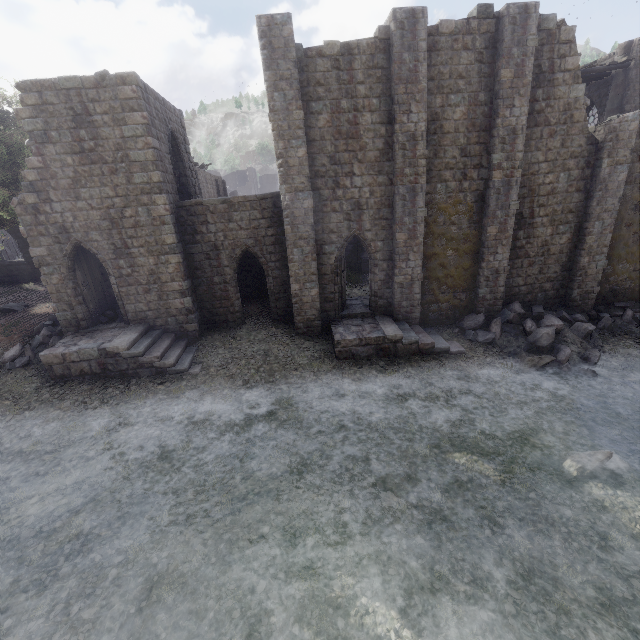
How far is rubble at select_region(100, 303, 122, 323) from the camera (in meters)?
15.59

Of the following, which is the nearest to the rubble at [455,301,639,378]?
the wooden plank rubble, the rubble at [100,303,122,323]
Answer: the wooden plank rubble

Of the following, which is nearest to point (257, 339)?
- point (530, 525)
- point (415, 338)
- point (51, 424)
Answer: point (415, 338)

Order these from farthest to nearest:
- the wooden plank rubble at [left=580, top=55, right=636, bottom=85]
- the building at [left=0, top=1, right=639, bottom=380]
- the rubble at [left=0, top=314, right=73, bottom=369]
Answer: the wooden plank rubble at [left=580, top=55, right=636, bottom=85]
the rubble at [left=0, top=314, right=73, bottom=369]
the building at [left=0, top=1, right=639, bottom=380]

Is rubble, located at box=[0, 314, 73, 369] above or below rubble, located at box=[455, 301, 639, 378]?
above

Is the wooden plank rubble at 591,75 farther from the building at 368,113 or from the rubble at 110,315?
the rubble at 110,315

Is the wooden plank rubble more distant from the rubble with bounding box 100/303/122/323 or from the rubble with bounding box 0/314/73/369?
the rubble with bounding box 0/314/73/369

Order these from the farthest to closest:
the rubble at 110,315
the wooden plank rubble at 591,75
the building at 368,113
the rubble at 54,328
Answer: the wooden plank rubble at 591,75 < the rubble at 110,315 < the rubble at 54,328 < the building at 368,113
